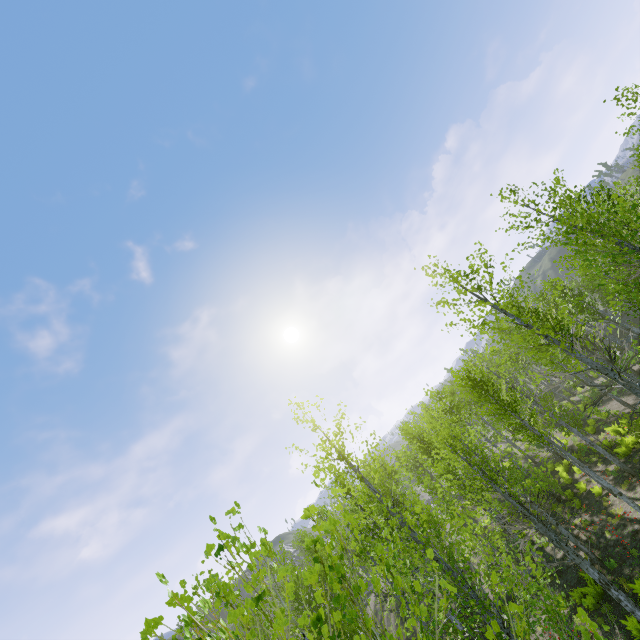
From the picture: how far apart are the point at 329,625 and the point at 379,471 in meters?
8.7 m
